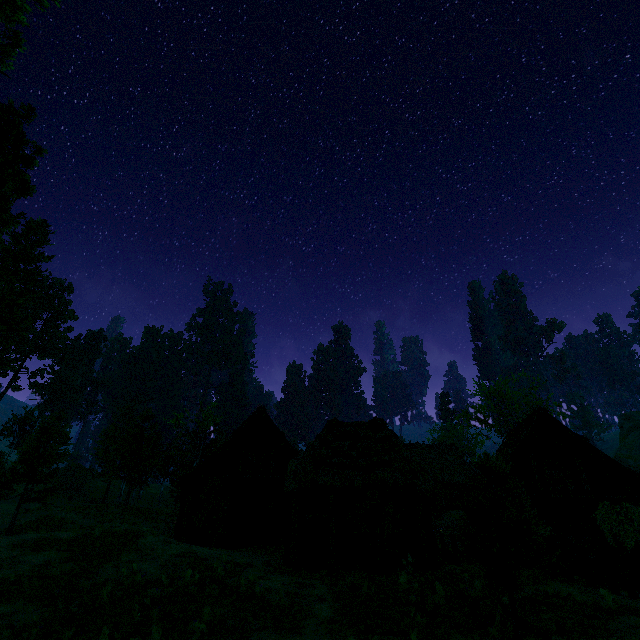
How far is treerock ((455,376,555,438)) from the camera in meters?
42.5 m

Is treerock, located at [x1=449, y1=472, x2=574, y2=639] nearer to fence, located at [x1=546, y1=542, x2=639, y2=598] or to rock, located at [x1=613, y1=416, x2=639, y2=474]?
rock, located at [x1=613, y1=416, x2=639, y2=474]

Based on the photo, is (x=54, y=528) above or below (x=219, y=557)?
above

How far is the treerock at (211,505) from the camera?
17.1m

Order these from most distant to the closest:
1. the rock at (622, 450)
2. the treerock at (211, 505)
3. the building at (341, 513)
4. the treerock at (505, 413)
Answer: the rock at (622, 450), the treerock at (505, 413), the treerock at (211, 505), the building at (341, 513)

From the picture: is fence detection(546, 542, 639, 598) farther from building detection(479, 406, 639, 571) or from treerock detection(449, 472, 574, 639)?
treerock detection(449, 472, 574, 639)

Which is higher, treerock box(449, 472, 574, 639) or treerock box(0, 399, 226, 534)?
treerock box(0, 399, 226, 534)
